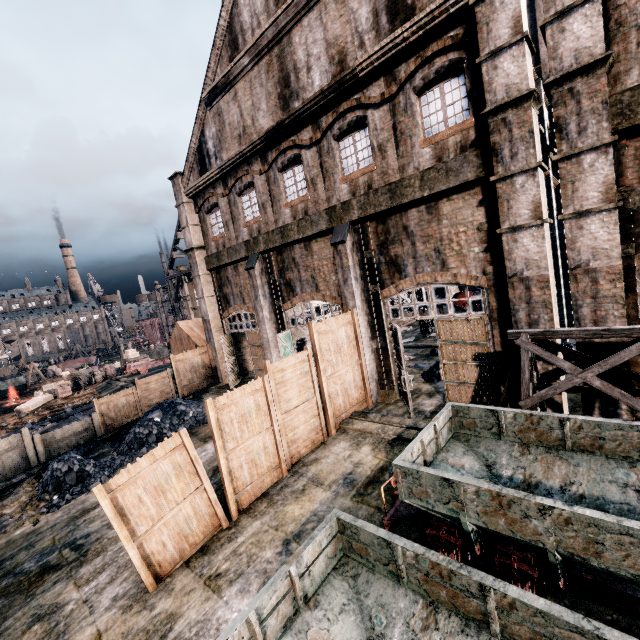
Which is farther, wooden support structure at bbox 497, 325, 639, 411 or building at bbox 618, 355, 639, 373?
building at bbox 618, 355, 639, 373

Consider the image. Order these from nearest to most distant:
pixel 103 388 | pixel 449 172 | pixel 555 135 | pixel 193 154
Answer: pixel 555 135 < pixel 449 172 < pixel 193 154 < pixel 103 388

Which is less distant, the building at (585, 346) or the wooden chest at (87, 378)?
the building at (585, 346)

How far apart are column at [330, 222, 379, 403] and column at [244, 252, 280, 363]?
5.7 meters

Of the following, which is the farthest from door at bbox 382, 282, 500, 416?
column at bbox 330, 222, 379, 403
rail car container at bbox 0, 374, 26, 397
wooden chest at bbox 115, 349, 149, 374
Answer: rail car container at bbox 0, 374, 26, 397

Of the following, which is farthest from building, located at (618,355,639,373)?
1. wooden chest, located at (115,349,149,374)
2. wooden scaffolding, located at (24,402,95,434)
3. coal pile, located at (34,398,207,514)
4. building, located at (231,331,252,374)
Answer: building, located at (231,331,252,374)

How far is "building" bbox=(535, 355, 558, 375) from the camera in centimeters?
977cm

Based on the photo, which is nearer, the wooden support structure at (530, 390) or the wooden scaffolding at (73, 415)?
the wooden support structure at (530, 390)
